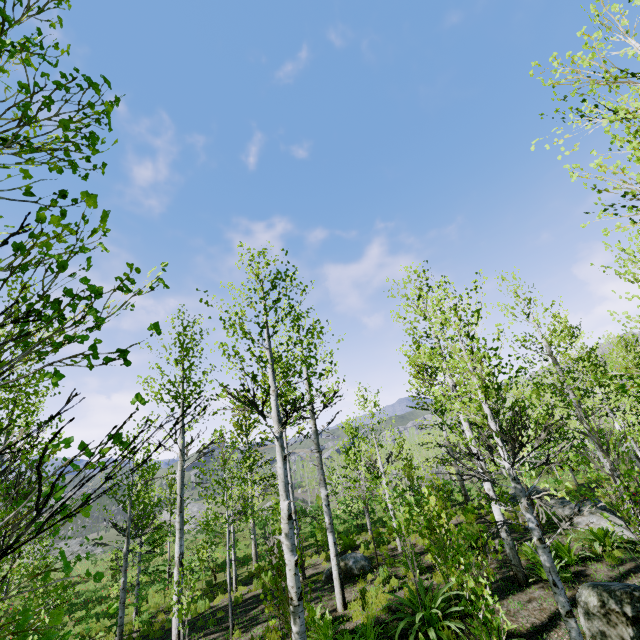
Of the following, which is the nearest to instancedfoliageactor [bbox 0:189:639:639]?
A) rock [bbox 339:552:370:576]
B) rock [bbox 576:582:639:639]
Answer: rock [bbox 576:582:639:639]

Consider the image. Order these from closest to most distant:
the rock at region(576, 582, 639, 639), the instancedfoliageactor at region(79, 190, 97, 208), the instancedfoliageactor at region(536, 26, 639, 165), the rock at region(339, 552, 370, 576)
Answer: the instancedfoliageactor at region(79, 190, 97, 208)
the instancedfoliageactor at region(536, 26, 639, 165)
the rock at region(576, 582, 639, 639)
the rock at region(339, 552, 370, 576)

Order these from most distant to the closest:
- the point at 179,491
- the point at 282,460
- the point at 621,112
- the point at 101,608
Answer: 1. the point at 101,608
2. the point at 179,491
3. the point at 282,460
4. the point at 621,112

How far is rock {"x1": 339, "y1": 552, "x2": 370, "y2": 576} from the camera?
12.2m

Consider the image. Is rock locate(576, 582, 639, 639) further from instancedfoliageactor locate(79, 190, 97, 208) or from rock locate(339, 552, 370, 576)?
rock locate(339, 552, 370, 576)

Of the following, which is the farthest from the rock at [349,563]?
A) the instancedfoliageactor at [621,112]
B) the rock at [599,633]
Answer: the rock at [599,633]

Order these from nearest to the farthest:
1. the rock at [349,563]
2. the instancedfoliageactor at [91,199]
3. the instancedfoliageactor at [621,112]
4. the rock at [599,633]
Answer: the instancedfoliageactor at [91,199]
the instancedfoliageactor at [621,112]
the rock at [599,633]
the rock at [349,563]
